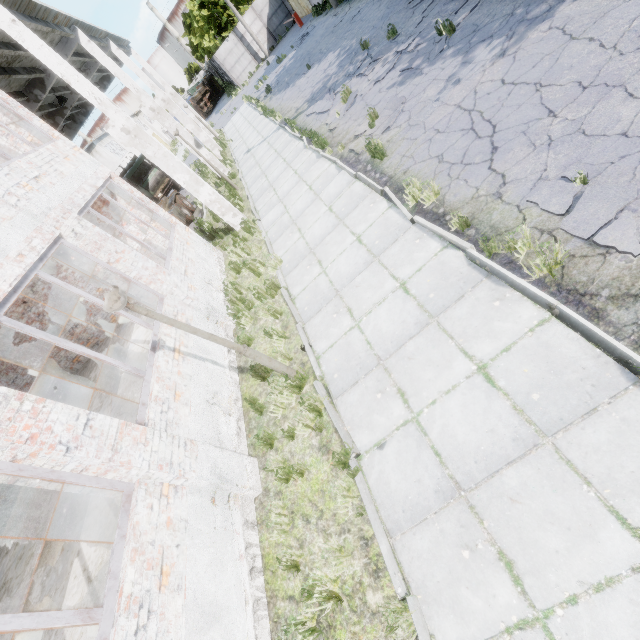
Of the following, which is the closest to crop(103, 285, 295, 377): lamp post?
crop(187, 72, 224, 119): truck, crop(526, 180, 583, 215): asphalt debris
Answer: crop(526, 180, 583, 215): asphalt debris

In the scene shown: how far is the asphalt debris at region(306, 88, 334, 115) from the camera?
12.5 meters

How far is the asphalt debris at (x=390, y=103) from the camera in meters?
8.3 m

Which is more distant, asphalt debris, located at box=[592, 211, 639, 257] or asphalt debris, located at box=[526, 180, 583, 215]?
asphalt debris, located at box=[526, 180, 583, 215]

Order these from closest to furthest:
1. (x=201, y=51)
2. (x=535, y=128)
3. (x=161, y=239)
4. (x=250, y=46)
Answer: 1. (x=535, y=128)
2. (x=161, y=239)
3. (x=250, y=46)
4. (x=201, y=51)

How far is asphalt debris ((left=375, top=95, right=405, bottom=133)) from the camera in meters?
8.3 m

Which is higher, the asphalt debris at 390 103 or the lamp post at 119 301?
the lamp post at 119 301

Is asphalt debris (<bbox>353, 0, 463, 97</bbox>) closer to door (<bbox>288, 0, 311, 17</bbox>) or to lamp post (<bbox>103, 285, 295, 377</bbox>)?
lamp post (<bbox>103, 285, 295, 377</bbox>)
